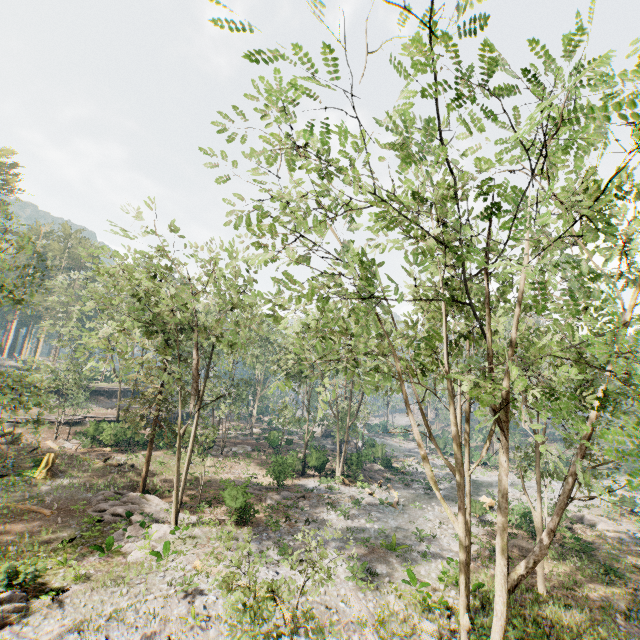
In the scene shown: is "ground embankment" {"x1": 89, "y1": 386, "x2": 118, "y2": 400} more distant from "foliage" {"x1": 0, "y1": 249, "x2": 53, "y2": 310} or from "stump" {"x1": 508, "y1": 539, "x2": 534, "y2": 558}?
"stump" {"x1": 508, "y1": 539, "x2": 534, "y2": 558}

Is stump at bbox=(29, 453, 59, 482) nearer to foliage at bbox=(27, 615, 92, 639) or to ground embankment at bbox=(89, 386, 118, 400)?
foliage at bbox=(27, 615, 92, 639)

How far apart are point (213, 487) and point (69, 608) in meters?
15.8

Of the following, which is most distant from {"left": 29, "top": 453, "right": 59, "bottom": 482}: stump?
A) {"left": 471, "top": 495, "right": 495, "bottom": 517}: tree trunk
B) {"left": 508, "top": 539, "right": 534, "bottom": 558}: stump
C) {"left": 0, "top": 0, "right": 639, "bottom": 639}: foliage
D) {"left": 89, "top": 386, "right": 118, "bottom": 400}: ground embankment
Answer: {"left": 471, "top": 495, "right": 495, "bottom": 517}: tree trunk

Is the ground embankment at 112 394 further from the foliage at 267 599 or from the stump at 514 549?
the stump at 514 549

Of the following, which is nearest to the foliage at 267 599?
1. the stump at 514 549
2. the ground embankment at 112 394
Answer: the ground embankment at 112 394

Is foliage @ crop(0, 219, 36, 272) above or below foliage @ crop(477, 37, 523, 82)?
above

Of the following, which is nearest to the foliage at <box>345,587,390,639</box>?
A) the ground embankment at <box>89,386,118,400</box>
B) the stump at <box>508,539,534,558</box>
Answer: the ground embankment at <box>89,386,118,400</box>
